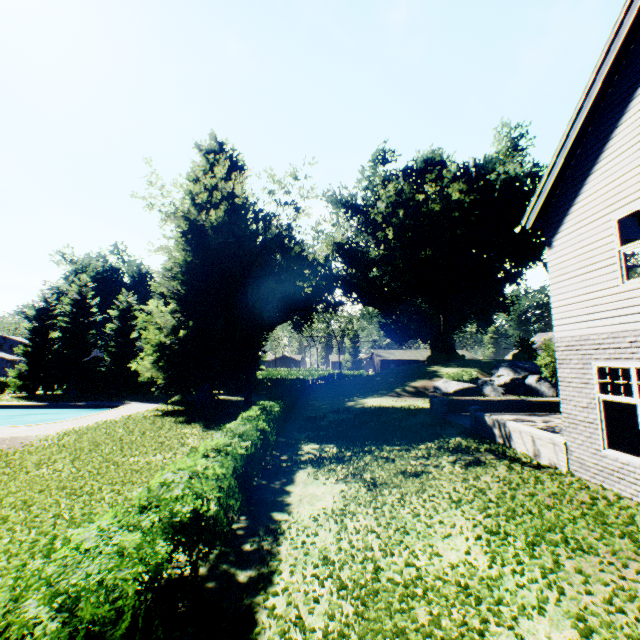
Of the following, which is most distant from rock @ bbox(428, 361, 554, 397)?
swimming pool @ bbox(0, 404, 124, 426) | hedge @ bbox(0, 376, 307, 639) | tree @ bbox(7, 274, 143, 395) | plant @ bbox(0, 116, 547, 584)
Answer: swimming pool @ bbox(0, 404, 124, 426)

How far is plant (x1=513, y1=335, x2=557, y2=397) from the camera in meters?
25.0 m

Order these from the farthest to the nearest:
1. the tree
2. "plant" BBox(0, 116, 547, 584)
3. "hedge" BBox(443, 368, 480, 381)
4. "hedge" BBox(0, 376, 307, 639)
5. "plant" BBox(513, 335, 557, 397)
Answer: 1. the tree
2. "hedge" BBox(443, 368, 480, 381)
3. "plant" BBox(513, 335, 557, 397)
4. "plant" BBox(0, 116, 547, 584)
5. "hedge" BBox(0, 376, 307, 639)

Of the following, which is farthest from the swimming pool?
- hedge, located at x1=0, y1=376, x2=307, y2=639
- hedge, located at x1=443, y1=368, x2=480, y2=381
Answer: hedge, located at x1=443, y1=368, x2=480, y2=381

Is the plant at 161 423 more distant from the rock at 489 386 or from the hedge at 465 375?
the hedge at 465 375

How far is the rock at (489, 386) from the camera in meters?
28.1 m

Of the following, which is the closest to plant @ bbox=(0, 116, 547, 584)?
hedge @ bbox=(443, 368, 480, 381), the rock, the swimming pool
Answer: the rock

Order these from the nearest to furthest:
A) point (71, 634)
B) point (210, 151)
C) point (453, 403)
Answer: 1. point (71, 634)
2. point (453, 403)
3. point (210, 151)
